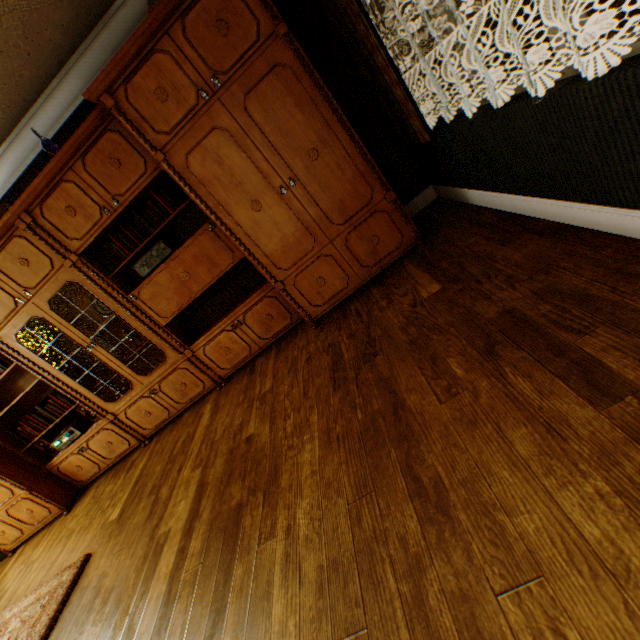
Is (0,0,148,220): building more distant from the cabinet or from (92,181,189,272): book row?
(92,181,189,272): book row

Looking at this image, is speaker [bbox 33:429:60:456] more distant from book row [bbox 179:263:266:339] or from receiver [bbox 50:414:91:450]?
book row [bbox 179:263:266:339]

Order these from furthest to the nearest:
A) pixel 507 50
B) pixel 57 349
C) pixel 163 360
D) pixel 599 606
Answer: pixel 507 50, pixel 163 360, pixel 57 349, pixel 599 606

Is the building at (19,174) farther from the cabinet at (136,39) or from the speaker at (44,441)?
the speaker at (44,441)

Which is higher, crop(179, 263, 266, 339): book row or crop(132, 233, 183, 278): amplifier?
crop(132, 233, 183, 278): amplifier

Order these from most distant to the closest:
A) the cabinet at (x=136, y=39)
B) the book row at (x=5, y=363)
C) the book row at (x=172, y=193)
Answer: the book row at (x=5, y=363) < the book row at (x=172, y=193) < the cabinet at (x=136, y=39)

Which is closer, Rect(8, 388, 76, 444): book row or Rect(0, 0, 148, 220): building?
Rect(0, 0, 148, 220): building
